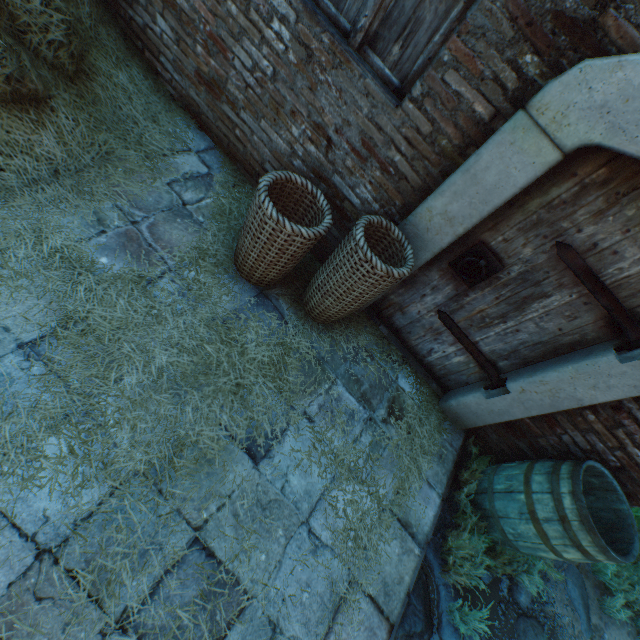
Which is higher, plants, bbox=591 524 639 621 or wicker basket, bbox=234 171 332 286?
wicker basket, bbox=234 171 332 286

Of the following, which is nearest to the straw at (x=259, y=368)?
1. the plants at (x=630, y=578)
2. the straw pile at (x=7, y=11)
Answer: the straw pile at (x=7, y=11)

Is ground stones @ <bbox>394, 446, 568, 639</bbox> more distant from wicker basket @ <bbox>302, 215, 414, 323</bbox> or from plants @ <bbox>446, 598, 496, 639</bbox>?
wicker basket @ <bbox>302, 215, 414, 323</bbox>

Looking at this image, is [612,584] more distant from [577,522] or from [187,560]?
[187,560]

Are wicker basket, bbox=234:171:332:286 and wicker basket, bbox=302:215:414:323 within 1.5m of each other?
yes

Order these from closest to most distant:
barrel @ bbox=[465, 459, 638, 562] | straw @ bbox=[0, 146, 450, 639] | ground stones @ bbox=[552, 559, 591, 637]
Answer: straw @ bbox=[0, 146, 450, 639], barrel @ bbox=[465, 459, 638, 562], ground stones @ bbox=[552, 559, 591, 637]

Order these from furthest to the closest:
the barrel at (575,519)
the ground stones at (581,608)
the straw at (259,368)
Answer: the ground stones at (581,608) → the barrel at (575,519) → the straw at (259,368)

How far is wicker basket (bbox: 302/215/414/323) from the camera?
2.1m
